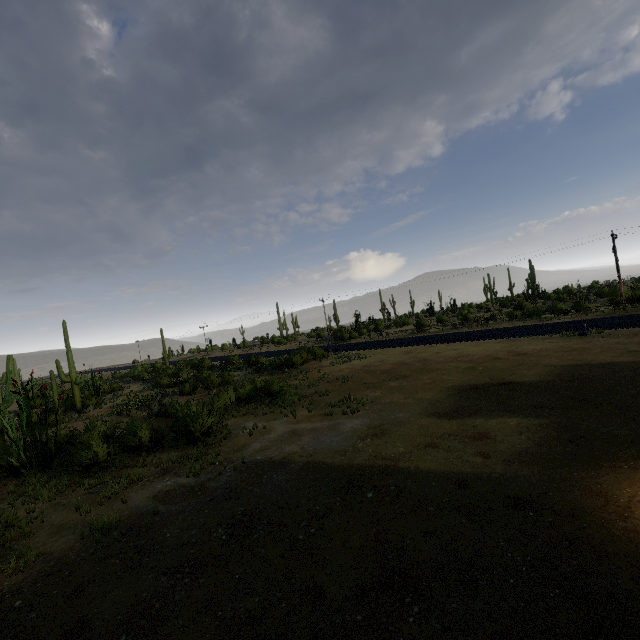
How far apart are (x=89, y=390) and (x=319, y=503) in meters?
37.4 m
